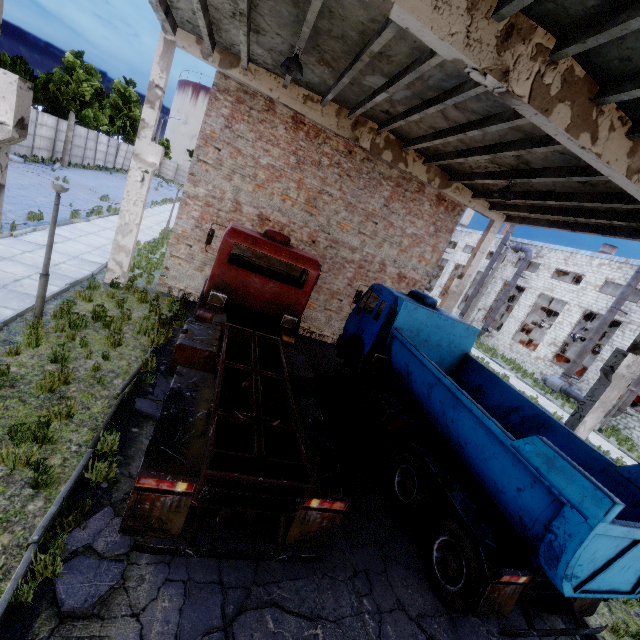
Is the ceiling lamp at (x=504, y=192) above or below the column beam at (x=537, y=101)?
below

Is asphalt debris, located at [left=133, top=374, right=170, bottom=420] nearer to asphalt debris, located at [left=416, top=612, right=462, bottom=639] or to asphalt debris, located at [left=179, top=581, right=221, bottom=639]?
asphalt debris, located at [left=179, top=581, right=221, bottom=639]

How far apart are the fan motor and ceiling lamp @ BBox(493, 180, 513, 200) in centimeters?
2176cm

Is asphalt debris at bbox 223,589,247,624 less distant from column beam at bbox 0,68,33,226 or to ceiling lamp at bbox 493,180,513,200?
column beam at bbox 0,68,33,226

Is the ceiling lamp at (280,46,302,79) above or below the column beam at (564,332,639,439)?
above

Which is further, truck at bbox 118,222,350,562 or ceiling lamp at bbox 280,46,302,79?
ceiling lamp at bbox 280,46,302,79

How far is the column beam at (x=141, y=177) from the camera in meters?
9.4 m

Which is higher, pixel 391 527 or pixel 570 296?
pixel 570 296
